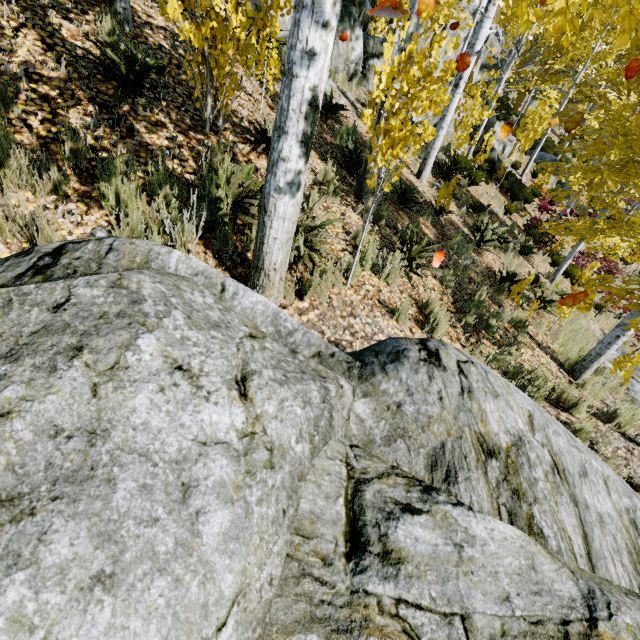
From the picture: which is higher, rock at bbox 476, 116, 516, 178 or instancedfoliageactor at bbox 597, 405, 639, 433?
rock at bbox 476, 116, 516, 178

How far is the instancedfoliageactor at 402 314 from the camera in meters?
3.8 m

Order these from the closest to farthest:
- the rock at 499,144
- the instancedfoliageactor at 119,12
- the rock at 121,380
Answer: the rock at 121,380 < the instancedfoliageactor at 119,12 < the rock at 499,144

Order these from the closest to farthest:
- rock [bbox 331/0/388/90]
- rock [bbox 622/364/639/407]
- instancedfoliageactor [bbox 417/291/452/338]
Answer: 1. instancedfoliageactor [bbox 417/291/452/338]
2. rock [bbox 622/364/639/407]
3. rock [bbox 331/0/388/90]

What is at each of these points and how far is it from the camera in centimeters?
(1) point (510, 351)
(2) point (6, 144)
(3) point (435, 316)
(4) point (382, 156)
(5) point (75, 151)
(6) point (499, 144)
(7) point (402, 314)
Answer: (1) instancedfoliageactor, 480cm
(2) instancedfoliageactor, 240cm
(3) instancedfoliageactor, 414cm
(4) instancedfoliageactor, 298cm
(5) instancedfoliageactor, 288cm
(6) rock, 1661cm
(7) instancedfoliageactor, 384cm

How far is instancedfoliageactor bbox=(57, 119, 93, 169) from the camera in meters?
2.8 m

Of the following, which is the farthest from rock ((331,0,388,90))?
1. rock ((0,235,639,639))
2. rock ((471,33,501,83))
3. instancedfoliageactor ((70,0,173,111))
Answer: rock ((0,235,639,639))

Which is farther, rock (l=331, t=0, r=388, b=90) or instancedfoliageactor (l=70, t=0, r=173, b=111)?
rock (l=331, t=0, r=388, b=90)
